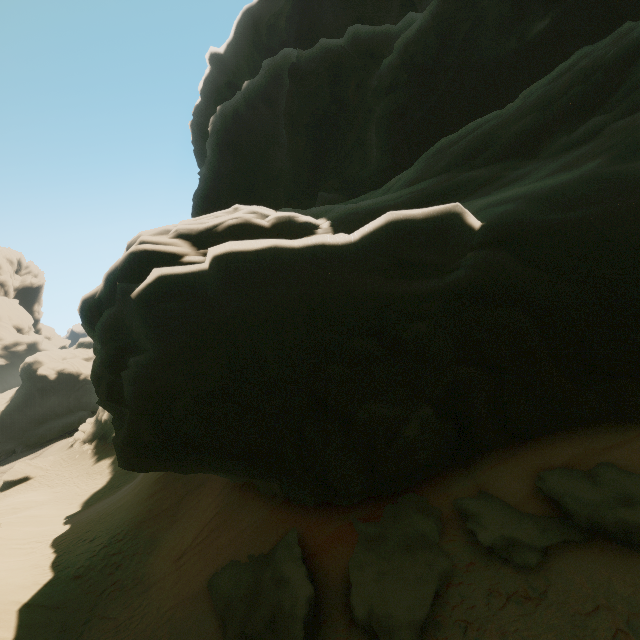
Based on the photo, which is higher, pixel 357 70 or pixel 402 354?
pixel 357 70

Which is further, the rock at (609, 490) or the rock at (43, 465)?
the rock at (43, 465)

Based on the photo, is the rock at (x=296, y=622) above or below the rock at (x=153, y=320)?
below

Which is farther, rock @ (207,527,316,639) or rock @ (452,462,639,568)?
rock @ (207,527,316,639)

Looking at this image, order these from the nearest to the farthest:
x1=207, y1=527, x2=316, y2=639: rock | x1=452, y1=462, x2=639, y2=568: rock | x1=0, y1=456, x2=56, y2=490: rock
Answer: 1. x1=452, y1=462, x2=639, y2=568: rock
2. x1=207, y1=527, x2=316, y2=639: rock
3. x1=0, y1=456, x2=56, y2=490: rock
